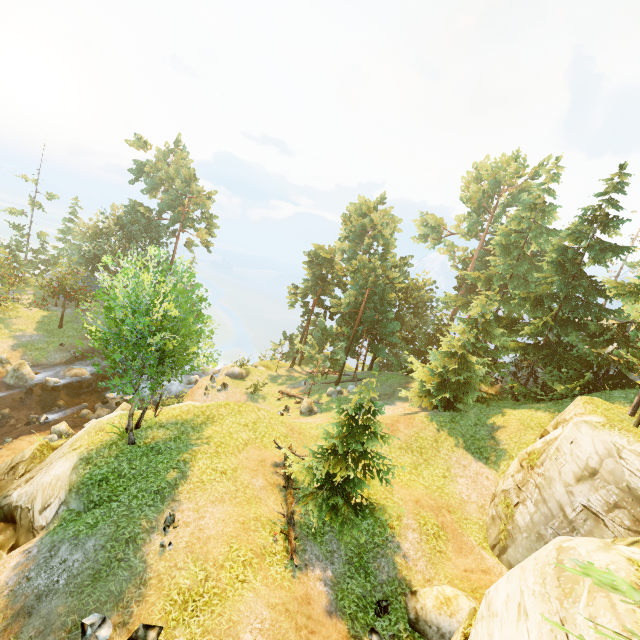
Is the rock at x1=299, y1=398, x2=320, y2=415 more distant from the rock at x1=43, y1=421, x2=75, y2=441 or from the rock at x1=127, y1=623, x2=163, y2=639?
the rock at x1=127, y1=623, x2=163, y2=639

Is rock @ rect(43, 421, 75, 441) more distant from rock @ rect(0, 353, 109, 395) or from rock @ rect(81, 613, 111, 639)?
rock @ rect(81, 613, 111, 639)

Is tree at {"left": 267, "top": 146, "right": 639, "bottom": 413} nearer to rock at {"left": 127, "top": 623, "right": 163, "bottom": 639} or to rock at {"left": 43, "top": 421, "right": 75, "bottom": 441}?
rock at {"left": 127, "top": 623, "right": 163, "bottom": 639}

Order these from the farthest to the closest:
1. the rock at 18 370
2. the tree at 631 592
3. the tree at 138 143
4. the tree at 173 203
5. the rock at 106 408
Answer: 1. the tree at 138 143
2. the rock at 18 370
3. the rock at 106 408
4. the tree at 173 203
5. the tree at 631 592

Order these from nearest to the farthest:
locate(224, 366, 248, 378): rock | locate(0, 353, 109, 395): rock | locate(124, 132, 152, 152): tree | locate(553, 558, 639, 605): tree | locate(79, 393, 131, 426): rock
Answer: locate(553, 558, 639, 605): tree → locate(79, 393, 131, 426): rock → locate(0, 353, 109, 395): rock → locate(224, 366, 248, 378): rock → locate(124, 132, 152, 152): tree

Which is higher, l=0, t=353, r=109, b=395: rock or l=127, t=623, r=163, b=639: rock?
l=127, t=623, r=163, b=639: rock

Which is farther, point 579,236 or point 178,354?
point 579,236

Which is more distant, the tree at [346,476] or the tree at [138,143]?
the tree at [138,143]
